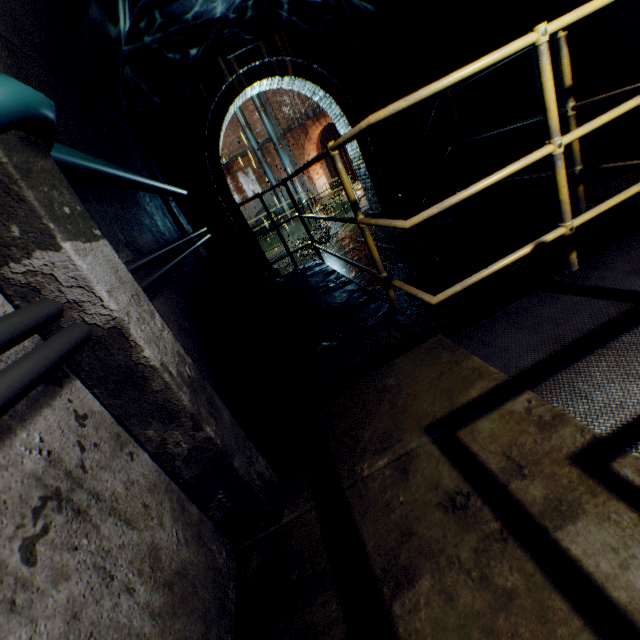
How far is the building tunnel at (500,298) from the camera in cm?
358

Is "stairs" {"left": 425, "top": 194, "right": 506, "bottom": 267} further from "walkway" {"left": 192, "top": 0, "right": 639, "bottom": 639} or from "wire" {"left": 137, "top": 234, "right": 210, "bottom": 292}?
"wire" {"left": 137, "top": 234, "right": 210, "bottom": 292}

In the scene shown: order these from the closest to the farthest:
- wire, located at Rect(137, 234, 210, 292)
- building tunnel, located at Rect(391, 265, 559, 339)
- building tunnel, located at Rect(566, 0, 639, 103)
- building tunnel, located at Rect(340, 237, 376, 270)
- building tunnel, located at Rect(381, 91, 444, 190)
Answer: wire, located at Rect(137, 234, 210, 292) < building tunnel, located at Rect(566, 0, 639, 103) < building tunnel, located at Rect(391, 265, 559, 339) < building tunnel, located at Rect(381, 91, 444, 190) < building tunnel, located at Rect(340, 237, 376, 270)

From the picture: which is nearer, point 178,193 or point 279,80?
point 178,193

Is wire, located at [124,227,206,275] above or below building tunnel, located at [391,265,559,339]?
above

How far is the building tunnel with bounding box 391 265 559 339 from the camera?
3.6 meters

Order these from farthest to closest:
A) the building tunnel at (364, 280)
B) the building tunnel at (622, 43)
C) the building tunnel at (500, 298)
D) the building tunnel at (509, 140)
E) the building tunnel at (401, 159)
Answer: the building tunnel at (401, 159) → the building tunnel at (364, 280) → the building tunnel at (509, 140) → the building tunnel at (500, 298) → the building tunnel at (622, 43)
